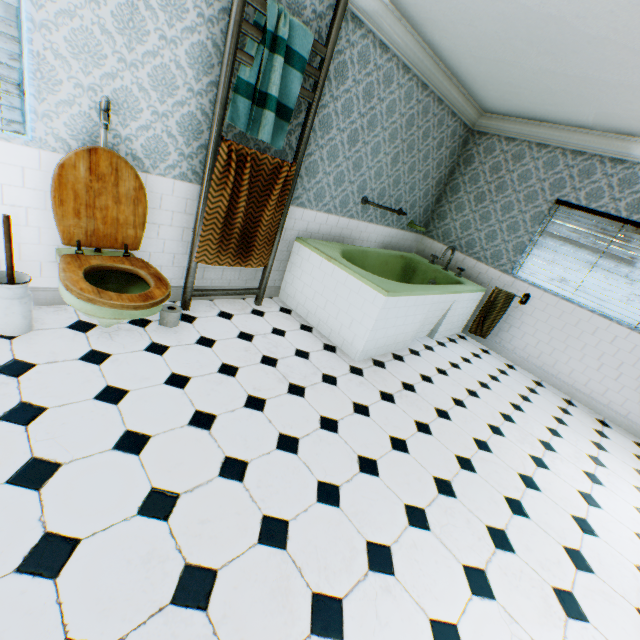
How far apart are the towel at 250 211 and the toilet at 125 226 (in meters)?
0.45

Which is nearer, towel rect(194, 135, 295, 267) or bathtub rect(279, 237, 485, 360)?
towel rect(194, 135, 295, 267)

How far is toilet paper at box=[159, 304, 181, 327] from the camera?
2.8 meters

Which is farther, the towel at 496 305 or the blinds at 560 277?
the towel at 496 305

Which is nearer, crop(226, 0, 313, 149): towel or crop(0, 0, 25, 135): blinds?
crop(0, 0, 25, 135): blinds

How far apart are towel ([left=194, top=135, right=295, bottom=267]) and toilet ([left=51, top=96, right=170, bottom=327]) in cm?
45

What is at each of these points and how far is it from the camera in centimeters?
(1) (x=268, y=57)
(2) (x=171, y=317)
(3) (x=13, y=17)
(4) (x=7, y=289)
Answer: (1) towel, 250cm
(2) toilet paper, 281cm
(3) blinds, 177cm
(4) toilet brush, 204cm

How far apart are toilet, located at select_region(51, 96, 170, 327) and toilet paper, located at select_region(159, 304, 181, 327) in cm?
31
